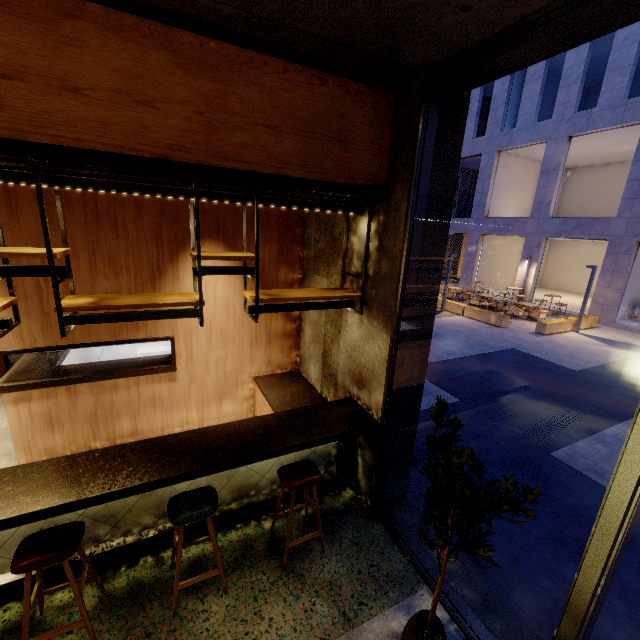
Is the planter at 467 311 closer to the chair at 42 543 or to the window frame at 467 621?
the window frame at 467 621

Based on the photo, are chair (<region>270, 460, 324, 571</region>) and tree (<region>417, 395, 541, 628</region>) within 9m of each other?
yes

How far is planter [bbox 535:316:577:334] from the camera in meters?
13.2 m

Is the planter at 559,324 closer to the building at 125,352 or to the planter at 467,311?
the planter at 467,311

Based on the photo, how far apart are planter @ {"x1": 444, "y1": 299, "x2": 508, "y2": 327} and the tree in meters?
13.6

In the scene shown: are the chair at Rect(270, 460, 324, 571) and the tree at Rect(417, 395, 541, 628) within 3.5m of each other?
yes

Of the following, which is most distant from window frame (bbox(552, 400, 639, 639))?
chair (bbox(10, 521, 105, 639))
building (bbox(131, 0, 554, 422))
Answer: chair (bbox(10, 521, 105, 639))

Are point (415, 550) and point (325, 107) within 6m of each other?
yes
